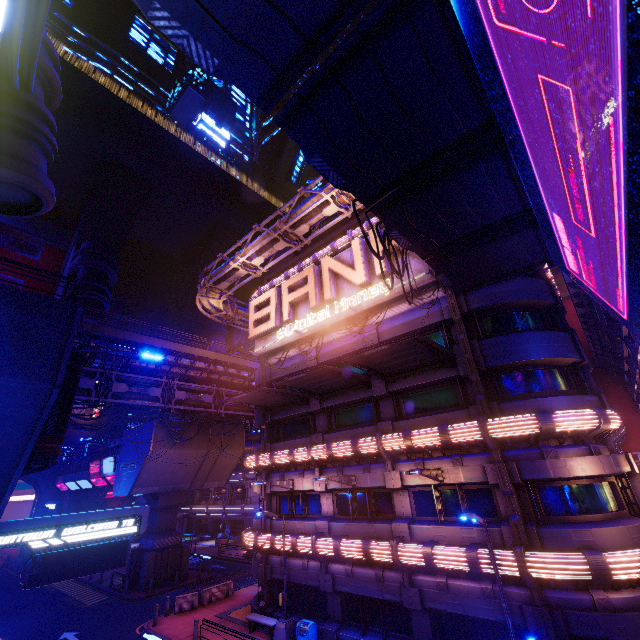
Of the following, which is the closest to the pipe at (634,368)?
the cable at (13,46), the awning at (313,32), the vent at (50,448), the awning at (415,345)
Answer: the awning at (313,32)

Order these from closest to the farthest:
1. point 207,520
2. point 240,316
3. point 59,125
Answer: point 240,316
point 207,520
point 59,125

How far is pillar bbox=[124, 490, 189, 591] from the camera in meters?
28.2 m

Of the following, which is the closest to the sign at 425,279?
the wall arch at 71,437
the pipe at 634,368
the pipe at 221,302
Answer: the pipe at 221,302

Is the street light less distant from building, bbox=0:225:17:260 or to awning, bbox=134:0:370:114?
awning, bbox=134:0:370:114

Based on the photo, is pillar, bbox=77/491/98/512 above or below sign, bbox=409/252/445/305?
below

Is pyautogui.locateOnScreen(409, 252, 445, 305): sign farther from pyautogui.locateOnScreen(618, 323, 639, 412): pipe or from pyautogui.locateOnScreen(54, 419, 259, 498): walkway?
pyautogui.locateOnScreen(54, 419, 259, 498): walkway

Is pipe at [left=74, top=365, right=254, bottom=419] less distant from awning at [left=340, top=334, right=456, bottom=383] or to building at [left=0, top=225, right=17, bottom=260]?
building at [left=0, top=225, right=17, bottom=260]
